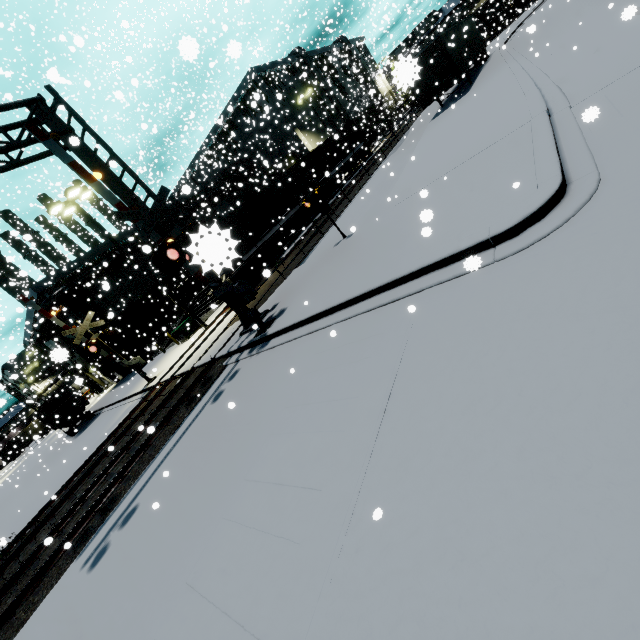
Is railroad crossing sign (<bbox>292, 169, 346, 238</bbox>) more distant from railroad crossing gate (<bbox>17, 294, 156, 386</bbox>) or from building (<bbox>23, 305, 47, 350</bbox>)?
building (<bbox>23, 305, 47, 350</bbox>)

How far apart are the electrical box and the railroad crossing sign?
14.0m

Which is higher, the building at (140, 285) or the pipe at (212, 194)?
the pipe at (212, 194)

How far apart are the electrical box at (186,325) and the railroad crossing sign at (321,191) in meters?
14.0

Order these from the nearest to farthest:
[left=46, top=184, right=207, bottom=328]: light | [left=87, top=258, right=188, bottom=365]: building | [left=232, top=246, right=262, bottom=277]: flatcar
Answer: [left=46, top=184, right=207, bottom=328]: light
[left=232, top=246, right=262, bottom=277]: flatcar
[left=87, top=258, right=188, bottom=365]: building

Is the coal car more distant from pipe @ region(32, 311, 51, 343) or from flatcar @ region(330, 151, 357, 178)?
pipe @ region(32, 311, 51, 343)

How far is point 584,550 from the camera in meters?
2.0

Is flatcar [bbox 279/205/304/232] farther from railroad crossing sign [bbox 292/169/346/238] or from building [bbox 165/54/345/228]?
railroad crossing sign [bbox 292/169/346/238]
